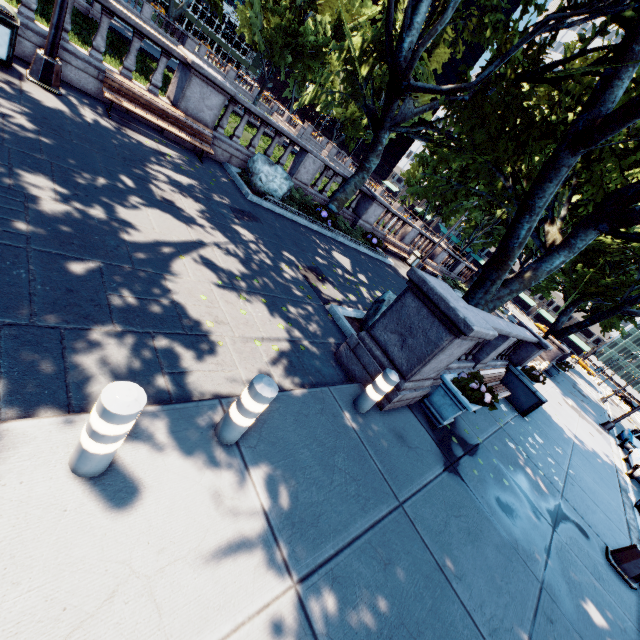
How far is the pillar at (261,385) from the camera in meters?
2.9 m

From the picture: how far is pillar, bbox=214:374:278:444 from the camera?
2.9 meters

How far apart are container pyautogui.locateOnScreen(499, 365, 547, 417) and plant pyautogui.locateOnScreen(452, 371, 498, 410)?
5.5 meters

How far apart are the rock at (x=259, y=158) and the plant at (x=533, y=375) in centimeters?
1101cm

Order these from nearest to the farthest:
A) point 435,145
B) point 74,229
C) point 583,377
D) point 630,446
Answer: point 74,229 → point 435,145 → point 630,446 → point 583,377

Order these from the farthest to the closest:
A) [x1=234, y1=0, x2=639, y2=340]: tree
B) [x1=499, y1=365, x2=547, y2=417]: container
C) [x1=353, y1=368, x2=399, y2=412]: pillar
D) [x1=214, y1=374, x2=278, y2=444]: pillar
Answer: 1. [x1=499, y1=365, x2=547, y2=417]: container
2. [x1=234, y1=0, x2=639, y2=340]: tree
3. [x1=353, y1=368, x2=399, y2=412]: pillar
4. [x1=214, y1=374, x2=278, y2=444]: pillar

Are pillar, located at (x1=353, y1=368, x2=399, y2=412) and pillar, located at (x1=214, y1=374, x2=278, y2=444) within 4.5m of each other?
yes

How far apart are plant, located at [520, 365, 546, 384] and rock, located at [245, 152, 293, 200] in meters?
11.0
